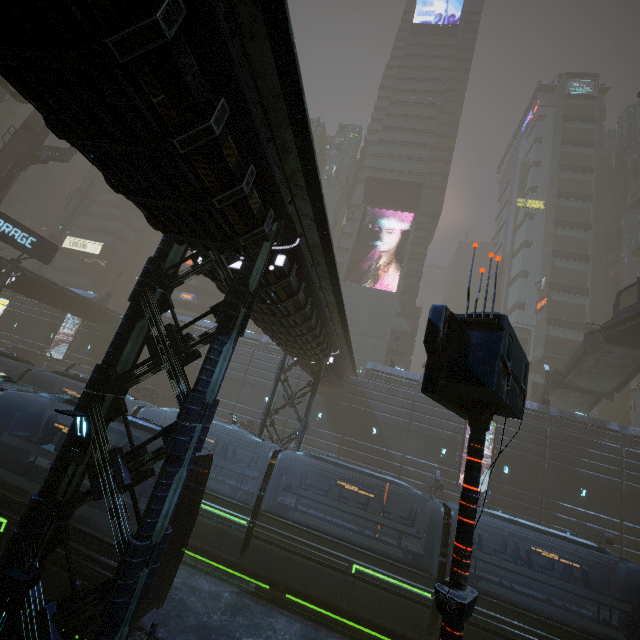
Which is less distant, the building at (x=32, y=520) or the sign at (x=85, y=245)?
the building at (x=32, y=520)

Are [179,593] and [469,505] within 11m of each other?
no

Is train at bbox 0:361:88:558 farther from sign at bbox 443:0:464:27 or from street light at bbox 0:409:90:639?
sign at bbox 443:0:464:27

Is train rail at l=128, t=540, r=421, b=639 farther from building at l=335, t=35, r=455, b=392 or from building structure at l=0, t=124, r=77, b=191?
building structure at l=0, t=124, r=77, b=191

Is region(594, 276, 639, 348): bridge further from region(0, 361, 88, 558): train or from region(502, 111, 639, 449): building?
region(0, 361, 88, 558): train

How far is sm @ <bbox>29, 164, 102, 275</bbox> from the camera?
50.2m

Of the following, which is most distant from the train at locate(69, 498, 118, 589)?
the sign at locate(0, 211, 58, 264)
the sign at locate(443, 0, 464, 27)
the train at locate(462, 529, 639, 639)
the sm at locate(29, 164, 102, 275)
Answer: the sign at locate(443, 0, 464, 27)

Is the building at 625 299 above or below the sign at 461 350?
above
